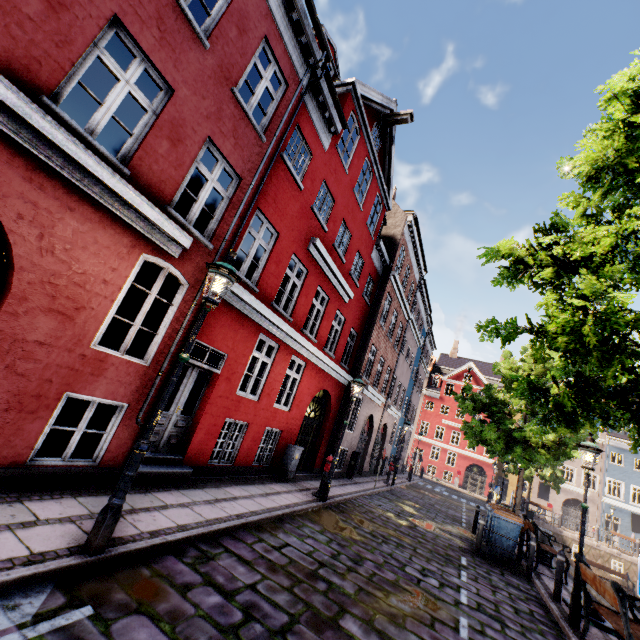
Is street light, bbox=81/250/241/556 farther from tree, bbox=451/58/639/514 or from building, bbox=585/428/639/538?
building, bbox=585/428/639/538

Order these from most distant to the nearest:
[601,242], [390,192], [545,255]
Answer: [390,192] < [545,255] < [601,242]

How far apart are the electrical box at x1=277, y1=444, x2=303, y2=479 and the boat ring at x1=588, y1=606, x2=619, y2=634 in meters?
7.8 m

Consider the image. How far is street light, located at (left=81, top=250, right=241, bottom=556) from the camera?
3.6m

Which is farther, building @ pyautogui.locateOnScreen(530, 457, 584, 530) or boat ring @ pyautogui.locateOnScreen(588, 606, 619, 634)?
building @ pyautogui.locateOnScreen(530, 457, 584, 530)

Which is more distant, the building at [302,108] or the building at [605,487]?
the building at [605,487]

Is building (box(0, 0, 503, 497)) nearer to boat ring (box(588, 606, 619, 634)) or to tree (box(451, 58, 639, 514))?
tree (box(451, 58, 639, 514))

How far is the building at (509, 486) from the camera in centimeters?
3778cm
